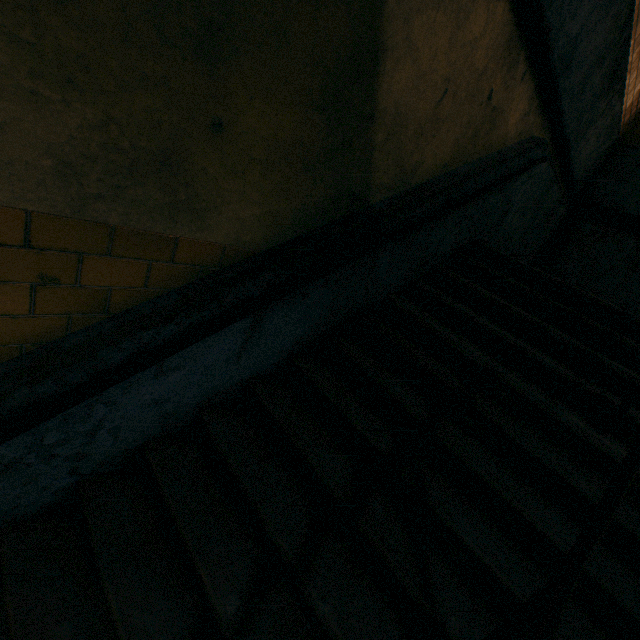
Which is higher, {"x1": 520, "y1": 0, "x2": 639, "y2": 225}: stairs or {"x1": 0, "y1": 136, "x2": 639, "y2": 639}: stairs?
{"x1": 520, "y1": 0, "x2": 639, "y2": 225}: stairs

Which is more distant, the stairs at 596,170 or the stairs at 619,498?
the stairs at 596,170

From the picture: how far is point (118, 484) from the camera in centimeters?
184cm

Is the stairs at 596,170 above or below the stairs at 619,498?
above

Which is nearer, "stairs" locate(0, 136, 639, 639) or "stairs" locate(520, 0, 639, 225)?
"stairs" locate(0, 136, 639, 639)
